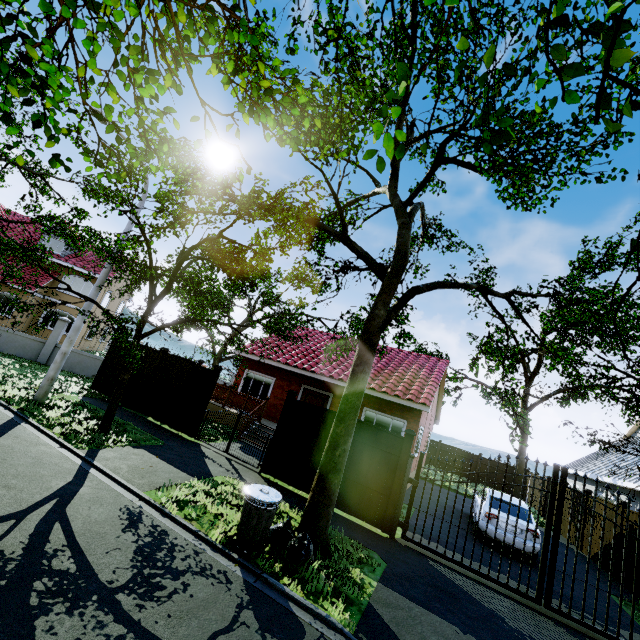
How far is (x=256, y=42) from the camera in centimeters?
332cm

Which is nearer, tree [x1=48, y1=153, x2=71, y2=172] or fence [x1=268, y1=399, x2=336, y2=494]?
tree [x1=48, y1=153, x2=71, y2=172]

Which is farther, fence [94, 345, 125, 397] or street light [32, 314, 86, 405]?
fence [94, 345, 125, 397]

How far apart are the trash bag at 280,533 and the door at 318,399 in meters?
9.1

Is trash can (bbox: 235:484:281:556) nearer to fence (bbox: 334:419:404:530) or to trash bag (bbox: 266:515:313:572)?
trash bag (bbox: 266:515:313:572)

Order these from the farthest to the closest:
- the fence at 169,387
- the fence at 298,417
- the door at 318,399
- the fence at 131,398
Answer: the door at 318,399 < the fence at 131,398 < the fence at 169,387 < the fence at 298,417

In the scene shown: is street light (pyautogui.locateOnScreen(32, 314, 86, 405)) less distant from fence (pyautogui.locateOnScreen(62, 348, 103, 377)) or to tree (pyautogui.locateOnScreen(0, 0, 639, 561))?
tree (pyautogui.locateOnScreen(0, 0, 639, 561))

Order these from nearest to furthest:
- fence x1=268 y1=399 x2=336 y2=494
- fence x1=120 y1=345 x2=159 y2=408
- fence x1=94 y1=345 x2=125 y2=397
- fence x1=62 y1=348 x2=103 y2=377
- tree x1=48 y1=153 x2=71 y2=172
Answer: tree x1=48 y1=153 x2=71 y2=172
fence x1=268 y1=399 x2=336 y2=494
fence x1=120 y1=345 x2=159 y2=408
fence x1=94 y1=345 x2=125 y2=397
fence x1=62 y1=348 x2=103 y2=377
